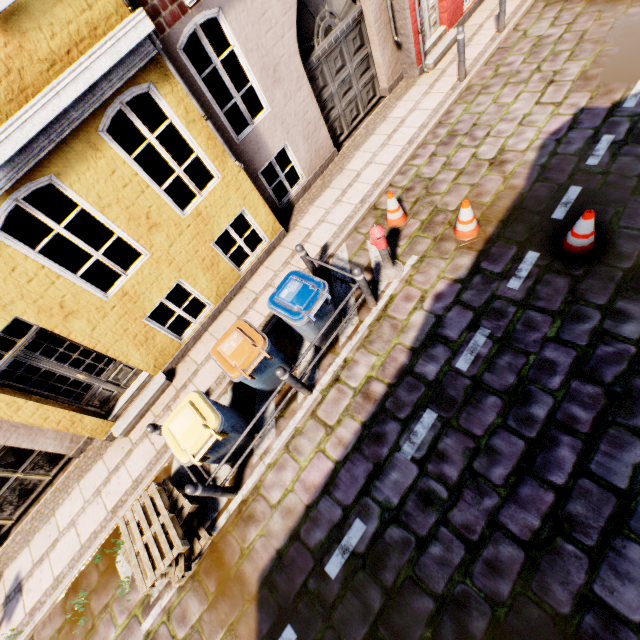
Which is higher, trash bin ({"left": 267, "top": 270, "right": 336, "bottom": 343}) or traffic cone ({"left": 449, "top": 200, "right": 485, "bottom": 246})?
trash bin ({"left": 267, "top": 270, "right": 336, "bottom": 343})

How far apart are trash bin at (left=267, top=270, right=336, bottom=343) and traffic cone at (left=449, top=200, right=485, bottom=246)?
2.5 meters

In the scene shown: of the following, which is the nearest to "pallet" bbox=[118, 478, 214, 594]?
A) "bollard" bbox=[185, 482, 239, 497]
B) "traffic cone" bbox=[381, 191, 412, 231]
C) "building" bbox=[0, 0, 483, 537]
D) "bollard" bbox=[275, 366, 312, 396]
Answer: "bollard" bbox=[185, 482, 239, 497]

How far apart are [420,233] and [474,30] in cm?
736

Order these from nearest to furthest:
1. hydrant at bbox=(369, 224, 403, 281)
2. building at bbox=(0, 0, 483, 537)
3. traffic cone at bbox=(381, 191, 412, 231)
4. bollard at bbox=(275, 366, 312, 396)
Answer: building at bbox=(0, 0, 483, 537) < bollard at bbox=(275, 366, 312, 396) < hydrant at bbox=(369, 224, 403, 281) < traffic cone at bbox=(381, 191, 412, 231)

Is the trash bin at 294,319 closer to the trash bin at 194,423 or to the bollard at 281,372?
the bollard at 281,372

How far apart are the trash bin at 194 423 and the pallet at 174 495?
0.7 meters

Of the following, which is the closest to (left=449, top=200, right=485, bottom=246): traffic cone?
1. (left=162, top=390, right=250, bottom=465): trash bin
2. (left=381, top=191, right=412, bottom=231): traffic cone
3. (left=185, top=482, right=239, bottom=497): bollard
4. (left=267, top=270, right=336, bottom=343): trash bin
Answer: (left=381, top=191, right=412, bottom=231): traffic cone
